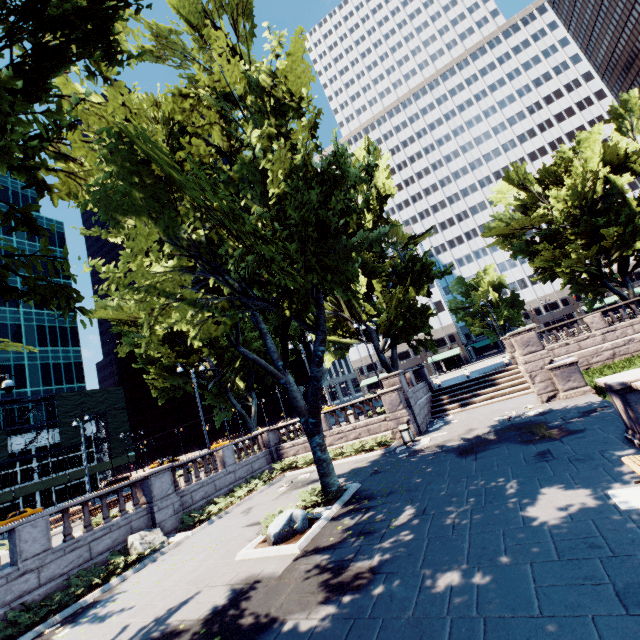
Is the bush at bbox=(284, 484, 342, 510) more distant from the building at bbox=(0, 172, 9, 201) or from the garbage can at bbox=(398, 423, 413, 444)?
the building at bbox=(0, 172, 9, 201)

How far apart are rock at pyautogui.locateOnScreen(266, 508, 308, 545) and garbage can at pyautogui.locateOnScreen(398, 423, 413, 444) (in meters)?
8.98

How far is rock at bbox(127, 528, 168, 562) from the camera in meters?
12.9 m

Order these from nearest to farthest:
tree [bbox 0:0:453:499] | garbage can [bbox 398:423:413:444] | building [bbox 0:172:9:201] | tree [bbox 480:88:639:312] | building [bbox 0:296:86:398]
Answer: tree [bbox 0:0:453:499] < garbage can [bbox 398:423:413:444] < tree [bbox 480:88:639:312] < building [bbox 0:296:86:398] < building [bbox 0:172:9:201]

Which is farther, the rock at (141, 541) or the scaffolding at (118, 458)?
the scaffolding at (118, 458)

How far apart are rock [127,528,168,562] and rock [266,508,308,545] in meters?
6.1

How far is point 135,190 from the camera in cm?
921

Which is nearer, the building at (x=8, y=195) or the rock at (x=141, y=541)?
the rock at (x=141, y=541)
